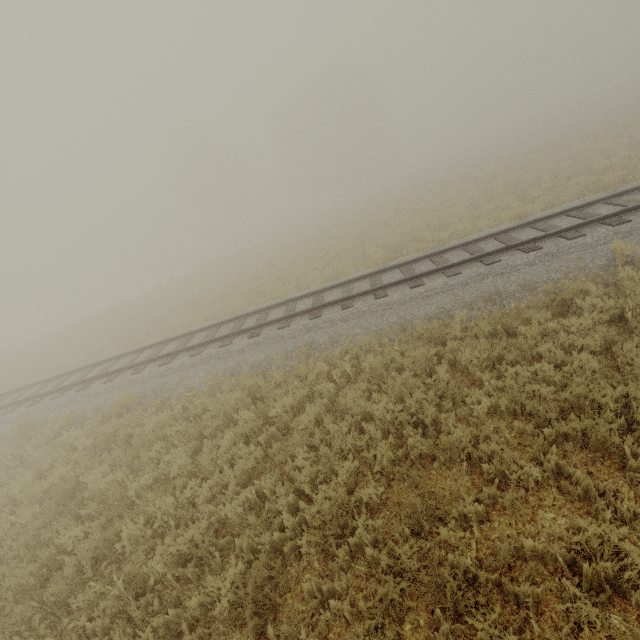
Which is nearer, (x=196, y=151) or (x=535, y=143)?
(x=535, y=143)
